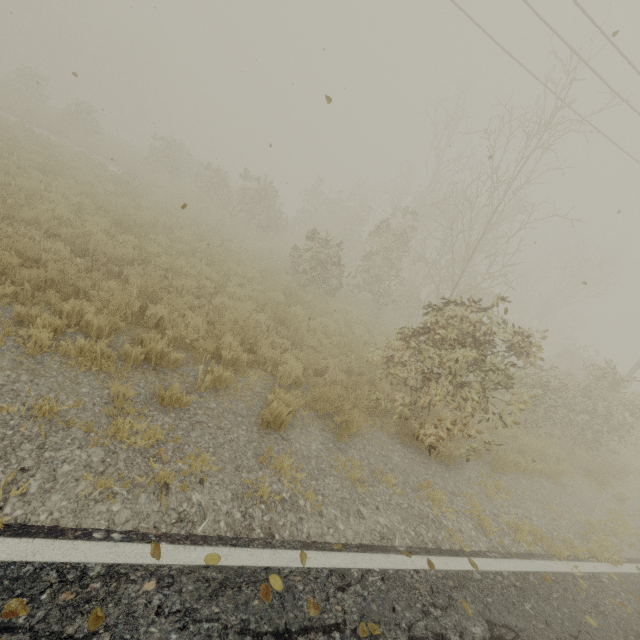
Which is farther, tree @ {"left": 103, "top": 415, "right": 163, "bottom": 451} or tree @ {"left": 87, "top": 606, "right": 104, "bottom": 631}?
tree @ {"left": 103, "top": 415, "right": 163, "bottom": 451}

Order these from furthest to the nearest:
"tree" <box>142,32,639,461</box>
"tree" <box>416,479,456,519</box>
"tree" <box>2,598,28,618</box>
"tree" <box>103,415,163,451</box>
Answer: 1. "tree" <box>142,32,639,461</box>
2. "tree" <box>416,479,456,519</box>
3. "tree" <box>103,415,163,451</box>
4. "tree" <box>2,598,28,618</box>

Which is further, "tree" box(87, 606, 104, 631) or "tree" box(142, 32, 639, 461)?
"tree" box(142, 32, 639, 461)

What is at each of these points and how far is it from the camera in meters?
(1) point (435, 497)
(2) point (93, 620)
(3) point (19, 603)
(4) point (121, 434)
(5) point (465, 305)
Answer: (1) tree, 5.2
(2) tree, 2.1
(3) tree, 2.0
(4) tree, 3.6
(5) tree, 6.9

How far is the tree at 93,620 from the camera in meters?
2.1

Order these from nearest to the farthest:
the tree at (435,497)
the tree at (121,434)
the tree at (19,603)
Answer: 1. the tree at (19,603)
2. the tree at (121,434)
3. the tree at (435,497)

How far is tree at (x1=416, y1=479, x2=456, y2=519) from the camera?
5.1 meters
